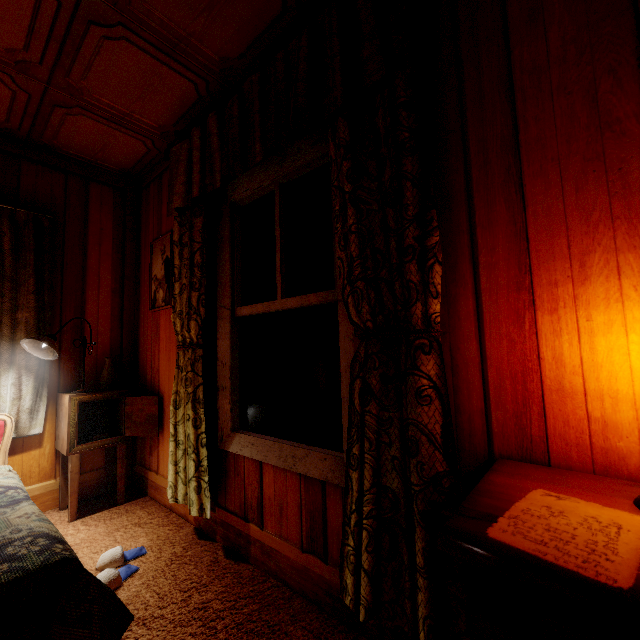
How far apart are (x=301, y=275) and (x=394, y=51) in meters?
1.0

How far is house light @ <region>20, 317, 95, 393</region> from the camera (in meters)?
2.20

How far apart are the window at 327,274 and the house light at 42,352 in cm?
138

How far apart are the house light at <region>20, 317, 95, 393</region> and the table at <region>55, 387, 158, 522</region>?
0.03m

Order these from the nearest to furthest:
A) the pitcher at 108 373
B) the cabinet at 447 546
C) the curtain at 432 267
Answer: the cabinet at 447 546
the curtain at 432 267
the pitcher at 108 373

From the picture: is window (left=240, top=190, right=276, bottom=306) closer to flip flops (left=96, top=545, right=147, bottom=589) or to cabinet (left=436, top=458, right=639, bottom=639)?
cabinet (left=436, top=458, right=639, bottom=639)

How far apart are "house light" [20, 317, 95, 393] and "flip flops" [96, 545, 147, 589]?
1.2m

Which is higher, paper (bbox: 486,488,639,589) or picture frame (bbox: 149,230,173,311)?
picture frame (bbox: 149,230,173,311)
